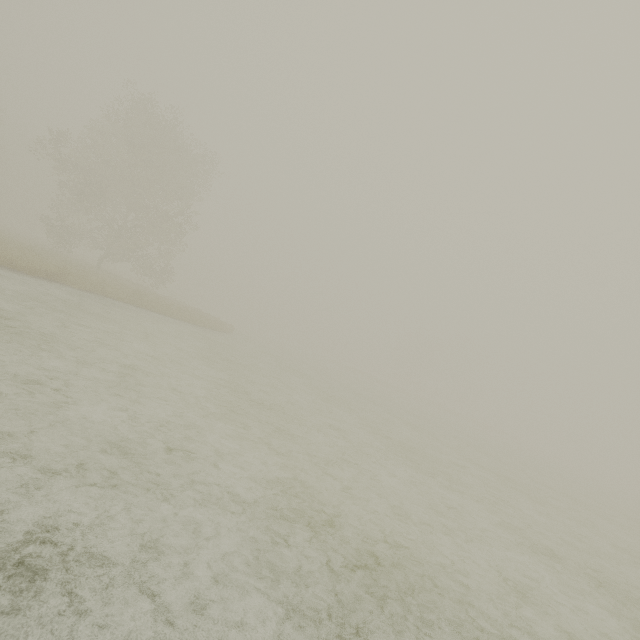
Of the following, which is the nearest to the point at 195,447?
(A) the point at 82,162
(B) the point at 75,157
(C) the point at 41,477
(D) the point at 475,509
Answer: (C) the point at 41,477
